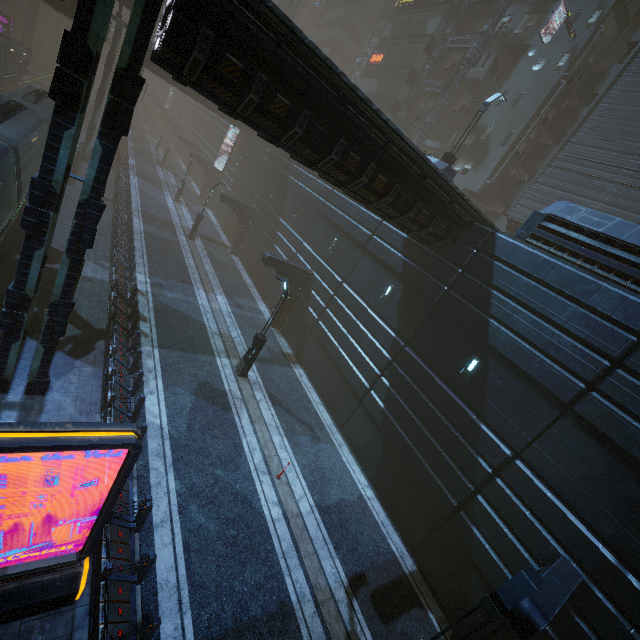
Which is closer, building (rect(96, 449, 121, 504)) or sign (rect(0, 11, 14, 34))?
building (rect(96, 449, 121, 504))

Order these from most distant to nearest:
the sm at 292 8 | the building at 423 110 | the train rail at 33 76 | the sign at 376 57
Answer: the sm at 292 8, the train rail at 33 76, the sign at 376 57, the building at 423 110

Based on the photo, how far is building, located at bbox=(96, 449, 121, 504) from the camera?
8.5m

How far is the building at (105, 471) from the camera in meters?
8.5 m

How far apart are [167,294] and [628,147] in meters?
29.0

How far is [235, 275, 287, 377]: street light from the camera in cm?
1471

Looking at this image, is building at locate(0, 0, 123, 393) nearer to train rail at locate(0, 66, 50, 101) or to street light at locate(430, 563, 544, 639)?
train rail at locate(0, 66, 50, 101)

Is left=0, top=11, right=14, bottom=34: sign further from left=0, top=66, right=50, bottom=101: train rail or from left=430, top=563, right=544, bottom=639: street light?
left=430, top=563, right=544, bottom=639: street light
